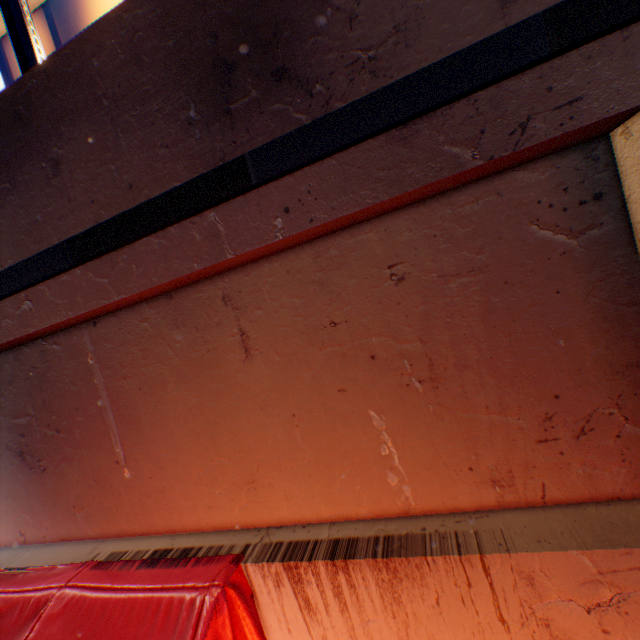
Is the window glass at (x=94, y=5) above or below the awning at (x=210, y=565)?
above

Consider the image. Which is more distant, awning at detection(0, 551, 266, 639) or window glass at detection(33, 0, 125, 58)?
window glass at detection(33, 0, 125, 58)

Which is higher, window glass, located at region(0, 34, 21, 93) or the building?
window glass, located at region(0, 34, 21, 93)

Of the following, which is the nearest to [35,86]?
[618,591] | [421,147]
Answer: [421,147]

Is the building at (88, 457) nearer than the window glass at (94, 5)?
Yes

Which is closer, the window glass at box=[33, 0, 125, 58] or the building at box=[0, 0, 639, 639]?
the building at box=[0, 0, 639, 639]
